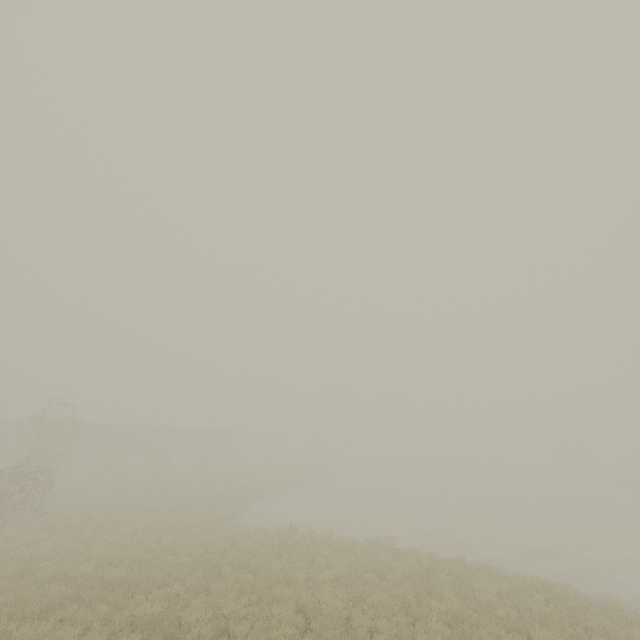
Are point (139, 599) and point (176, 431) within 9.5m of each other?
no

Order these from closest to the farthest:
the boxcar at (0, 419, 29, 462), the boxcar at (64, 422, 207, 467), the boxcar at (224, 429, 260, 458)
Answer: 1. the boxcar at (0, 419, 29, 462)
2. the boxcar at (64, 422, 207, 467)
3. the boxcar at (224, 429, 260, 458)

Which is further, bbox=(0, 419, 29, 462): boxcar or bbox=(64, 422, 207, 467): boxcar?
bbox=(64, 422, 207, 467): boxcar

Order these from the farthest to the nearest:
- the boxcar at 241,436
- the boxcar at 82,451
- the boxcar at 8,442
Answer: the boxcar at 241,436
the boxcar at 82,451
the boxcar at 8,442

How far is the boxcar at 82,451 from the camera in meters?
35.7 m

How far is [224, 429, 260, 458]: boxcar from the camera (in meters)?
53.81
